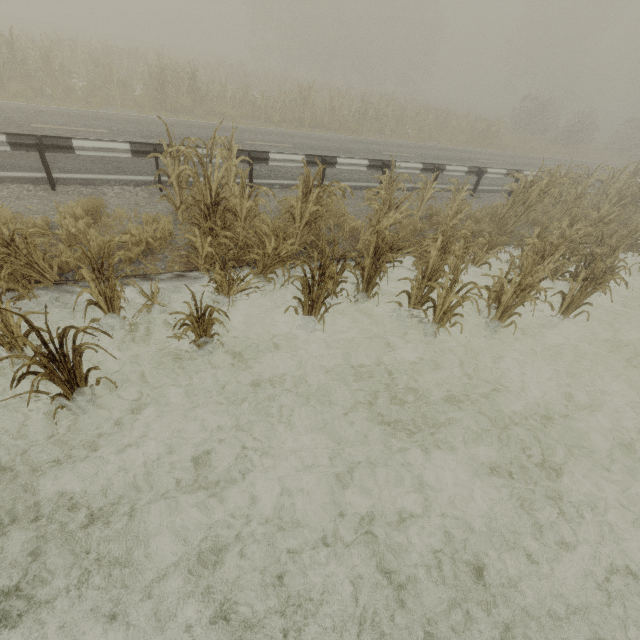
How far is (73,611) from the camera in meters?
2.6 m

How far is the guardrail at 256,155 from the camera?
7.9 meters

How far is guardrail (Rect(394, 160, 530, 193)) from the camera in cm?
989

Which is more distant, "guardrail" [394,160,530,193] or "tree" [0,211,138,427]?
"guardrail" [394,160,530,193]

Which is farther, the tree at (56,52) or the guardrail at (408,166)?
the guardrail at (408,166)
